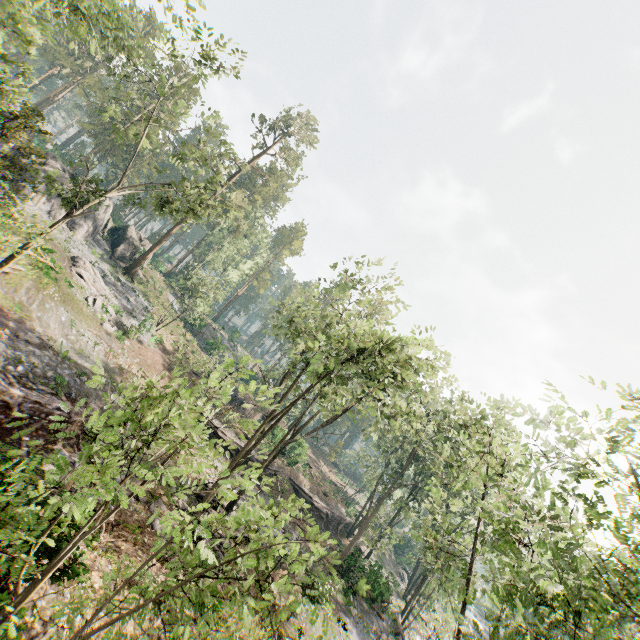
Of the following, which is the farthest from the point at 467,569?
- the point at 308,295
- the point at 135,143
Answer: the point at 135,143

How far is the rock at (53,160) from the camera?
33.3m

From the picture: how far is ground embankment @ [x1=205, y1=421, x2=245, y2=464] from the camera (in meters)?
31.64

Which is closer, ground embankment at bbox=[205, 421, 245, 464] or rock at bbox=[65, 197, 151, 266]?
ground embankment at bbox=[205, 421, 245, 464]

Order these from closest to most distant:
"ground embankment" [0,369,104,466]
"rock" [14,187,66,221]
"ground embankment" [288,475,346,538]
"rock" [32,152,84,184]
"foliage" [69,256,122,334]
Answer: "ground embankment" [0,369,104,466] < "foliage" [69,256,122,334] < "rock" [14,187,66,221] < "rock" [32,152,84,184] < "ground embankment" [288,475,346,538]

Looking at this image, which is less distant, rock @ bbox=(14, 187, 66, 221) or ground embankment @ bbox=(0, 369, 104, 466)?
ground embankment @ bbox=(0, 369, 104, 466)

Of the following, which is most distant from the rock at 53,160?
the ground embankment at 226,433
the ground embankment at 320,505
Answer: the ground embankment at 320,505

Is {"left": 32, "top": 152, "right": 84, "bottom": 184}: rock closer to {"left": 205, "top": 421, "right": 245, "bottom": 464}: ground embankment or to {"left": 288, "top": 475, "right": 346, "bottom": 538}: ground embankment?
{"left": 205, "top": 421, "right": 245, "bottom": 464}: ground embankment
